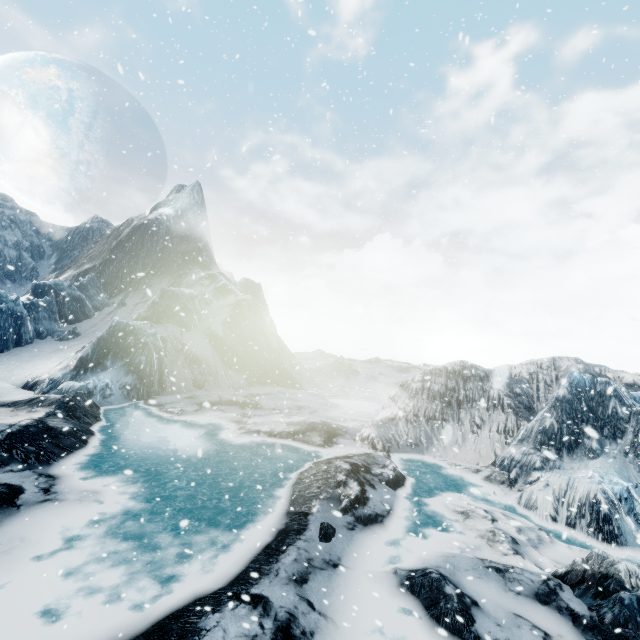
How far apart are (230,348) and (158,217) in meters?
32.7 m
